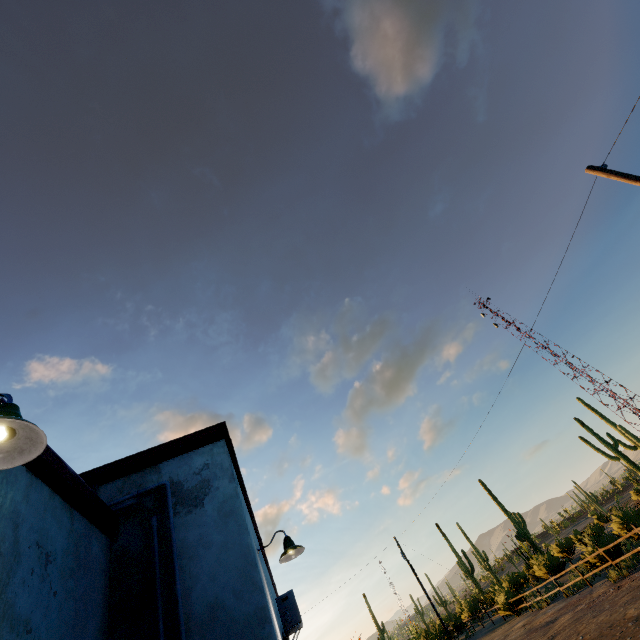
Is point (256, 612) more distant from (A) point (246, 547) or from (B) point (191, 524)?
(B) point (191, 524)

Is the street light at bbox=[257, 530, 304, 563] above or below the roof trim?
below

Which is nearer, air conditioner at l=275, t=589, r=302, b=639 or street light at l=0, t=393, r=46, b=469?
street light at l=0, t=393, r=46, b=469

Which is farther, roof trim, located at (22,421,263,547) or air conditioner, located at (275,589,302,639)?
air conditioner, located at (275,589,302,639)

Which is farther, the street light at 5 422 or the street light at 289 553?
the street light at 289 553

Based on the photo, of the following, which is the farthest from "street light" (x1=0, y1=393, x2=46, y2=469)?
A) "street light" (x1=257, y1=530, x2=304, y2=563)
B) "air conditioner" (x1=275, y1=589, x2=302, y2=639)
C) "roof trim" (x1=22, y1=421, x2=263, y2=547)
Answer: "air conditioner" (x1=275, y1=589, x2=302, y2=639)

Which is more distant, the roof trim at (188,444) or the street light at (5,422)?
the roof trim at (188,444)

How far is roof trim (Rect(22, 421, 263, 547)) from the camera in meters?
3.1
